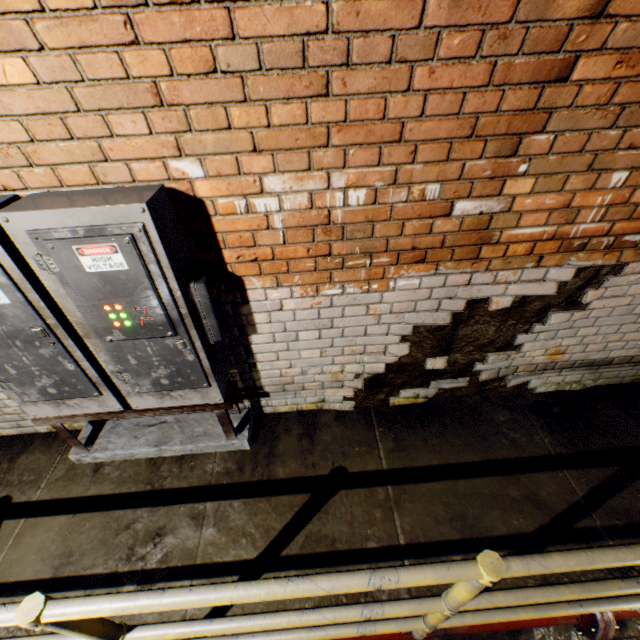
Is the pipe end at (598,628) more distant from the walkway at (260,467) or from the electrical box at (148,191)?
the electrical box at (148,191)

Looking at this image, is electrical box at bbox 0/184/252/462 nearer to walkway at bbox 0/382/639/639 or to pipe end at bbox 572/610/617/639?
walkway at bbox 0/382/639/639

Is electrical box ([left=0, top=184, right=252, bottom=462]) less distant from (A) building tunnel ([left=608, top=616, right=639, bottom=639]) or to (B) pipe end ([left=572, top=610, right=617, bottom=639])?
(A) building tunnel ([left=608, top=616, right=639, bottom=639])

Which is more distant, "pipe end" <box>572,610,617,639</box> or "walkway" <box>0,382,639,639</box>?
"pipe end" <box>572,610,617,639</box>

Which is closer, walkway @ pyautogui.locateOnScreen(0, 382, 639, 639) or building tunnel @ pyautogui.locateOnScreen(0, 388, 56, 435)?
walkway @ pyautogui.locateOnScreen(0, 382, 639, 639)

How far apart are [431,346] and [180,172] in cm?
189

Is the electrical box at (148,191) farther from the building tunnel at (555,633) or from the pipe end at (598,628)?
the pipe end at (598,628)
